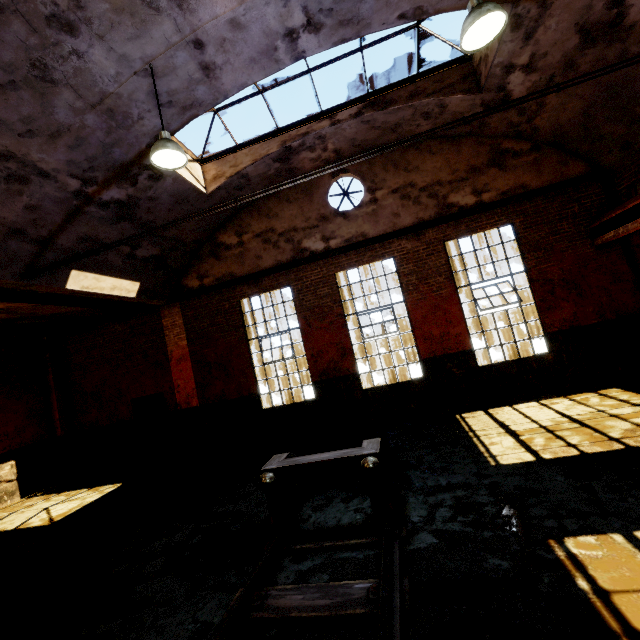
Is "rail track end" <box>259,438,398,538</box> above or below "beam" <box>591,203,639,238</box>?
below

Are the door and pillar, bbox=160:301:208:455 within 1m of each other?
yes

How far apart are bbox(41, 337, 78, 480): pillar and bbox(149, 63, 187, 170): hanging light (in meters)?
9.88

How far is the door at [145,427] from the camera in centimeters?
1070cm

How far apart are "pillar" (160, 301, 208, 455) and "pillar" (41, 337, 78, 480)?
4.35m

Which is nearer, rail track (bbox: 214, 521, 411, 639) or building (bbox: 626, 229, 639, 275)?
rail track (bbox: 214, 521, 411, 639)

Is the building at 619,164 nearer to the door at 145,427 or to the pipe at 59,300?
the pipe at 59,300

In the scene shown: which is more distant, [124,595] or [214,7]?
[214,7]
